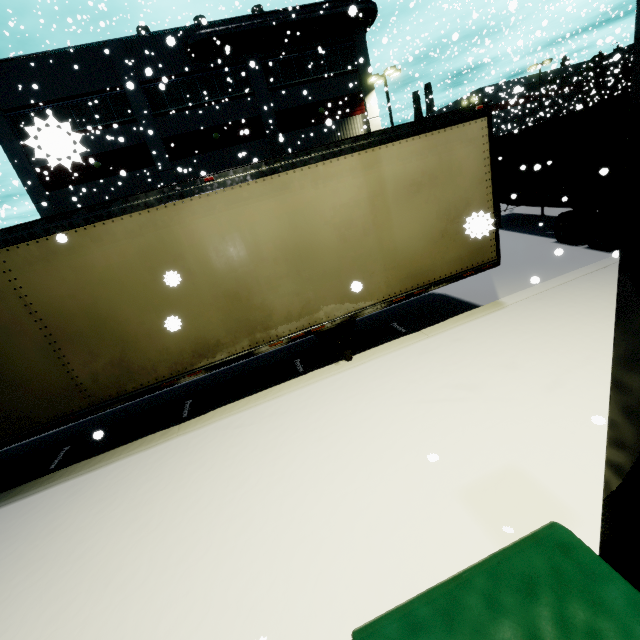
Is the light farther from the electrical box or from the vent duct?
the vent duct

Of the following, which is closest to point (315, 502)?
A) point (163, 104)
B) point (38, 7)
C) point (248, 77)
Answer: point (163, 104)

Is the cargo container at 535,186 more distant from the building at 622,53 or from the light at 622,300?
the light at 622,300

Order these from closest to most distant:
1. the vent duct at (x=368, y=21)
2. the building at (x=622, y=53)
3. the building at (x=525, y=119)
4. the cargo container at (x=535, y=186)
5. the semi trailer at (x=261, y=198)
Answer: the semi trailer at (x=261, y=198) < the cargo container at (x=535, y=186) < the vent duct at (x=368, y=21) < the building at (x=622, y=53) < the building at (x=525, y=119)

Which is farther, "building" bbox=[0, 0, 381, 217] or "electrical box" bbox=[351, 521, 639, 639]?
"building" bbox=[0, 0, 381, 217]

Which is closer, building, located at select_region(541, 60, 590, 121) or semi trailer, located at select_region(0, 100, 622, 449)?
semi trailer, located at select_region(0, 100, 622, 449)

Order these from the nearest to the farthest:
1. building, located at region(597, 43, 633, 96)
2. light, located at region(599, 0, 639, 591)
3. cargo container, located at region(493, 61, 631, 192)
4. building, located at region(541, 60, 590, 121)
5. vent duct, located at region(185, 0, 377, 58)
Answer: light, located at region(599, 0, 639, 591), cargo container, located at region(493, 61, 631, 192), vent duct, located at region(185, 0, 377, 58), building, located at region(597, 43, 633, 96), building, located at region(541, 60, 590, 121)

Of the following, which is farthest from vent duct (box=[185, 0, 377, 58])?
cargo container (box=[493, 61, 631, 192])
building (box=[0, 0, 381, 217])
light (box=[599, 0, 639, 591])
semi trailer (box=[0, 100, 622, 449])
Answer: light (box=[599, 0, 639, 591])
